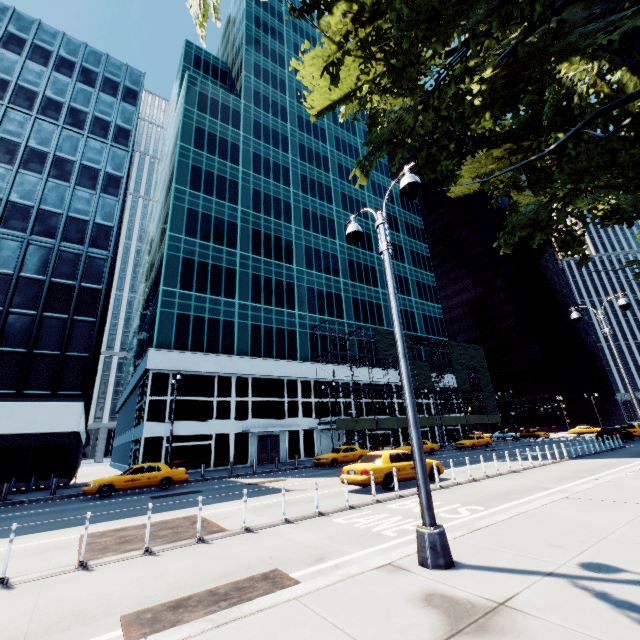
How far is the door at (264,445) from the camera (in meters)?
32.92

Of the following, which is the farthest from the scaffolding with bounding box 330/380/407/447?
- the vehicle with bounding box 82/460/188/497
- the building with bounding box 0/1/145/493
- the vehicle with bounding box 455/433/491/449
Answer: the building with bounding box 0/1/145/493

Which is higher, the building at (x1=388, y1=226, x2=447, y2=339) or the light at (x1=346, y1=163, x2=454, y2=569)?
the building at (x1=388, y1=226, x2=447, y2=339)

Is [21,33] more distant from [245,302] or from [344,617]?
[344,617]

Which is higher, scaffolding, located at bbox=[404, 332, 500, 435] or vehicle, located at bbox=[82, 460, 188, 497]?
scaffolding, located at bbox=[404, 332, 500, 435]

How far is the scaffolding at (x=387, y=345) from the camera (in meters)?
39.11

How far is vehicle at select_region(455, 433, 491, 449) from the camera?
36.06m

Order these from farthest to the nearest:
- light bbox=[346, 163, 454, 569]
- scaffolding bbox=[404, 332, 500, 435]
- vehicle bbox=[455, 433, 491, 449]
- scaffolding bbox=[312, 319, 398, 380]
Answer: scaffolding bbox=[404, 332, 500, 435]
scaffolding bbox=[312, 319, 398, 380]
vehicle bbox=[455, 433, 491, 449]
light bbox=[346, 163, 454, 569]
